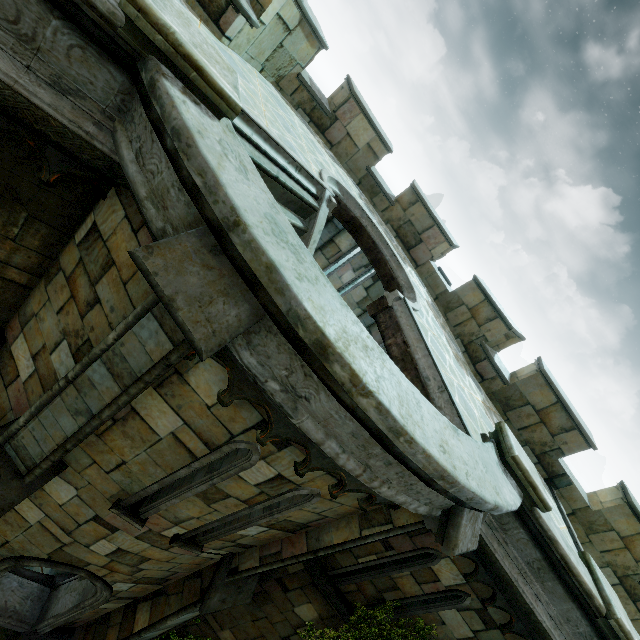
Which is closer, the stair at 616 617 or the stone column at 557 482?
the stair at 616 617

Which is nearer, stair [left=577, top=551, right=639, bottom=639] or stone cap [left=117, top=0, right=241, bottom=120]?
stone cap [left=117, top=0, right=241, bottom=120]

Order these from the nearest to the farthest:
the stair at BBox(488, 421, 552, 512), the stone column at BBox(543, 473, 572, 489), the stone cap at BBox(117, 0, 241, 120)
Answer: the stone cap at BBox(117, 0, 241, 120)
the stair at BBox(488, 421, 552, 512)
the stone column at BBox(543, 473, 572, 489)

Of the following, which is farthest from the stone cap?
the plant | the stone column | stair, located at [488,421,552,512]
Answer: the stone column

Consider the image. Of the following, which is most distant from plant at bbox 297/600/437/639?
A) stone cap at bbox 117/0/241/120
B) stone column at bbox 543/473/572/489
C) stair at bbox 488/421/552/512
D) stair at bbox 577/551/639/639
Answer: stone cap at bbox 117/0/241/120

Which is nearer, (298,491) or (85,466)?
(298,491)

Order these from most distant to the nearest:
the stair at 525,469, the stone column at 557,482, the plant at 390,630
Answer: the stone column at 557,482 < the plant at 390,630 < the stair at 525,469

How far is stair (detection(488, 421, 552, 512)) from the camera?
4.56m
